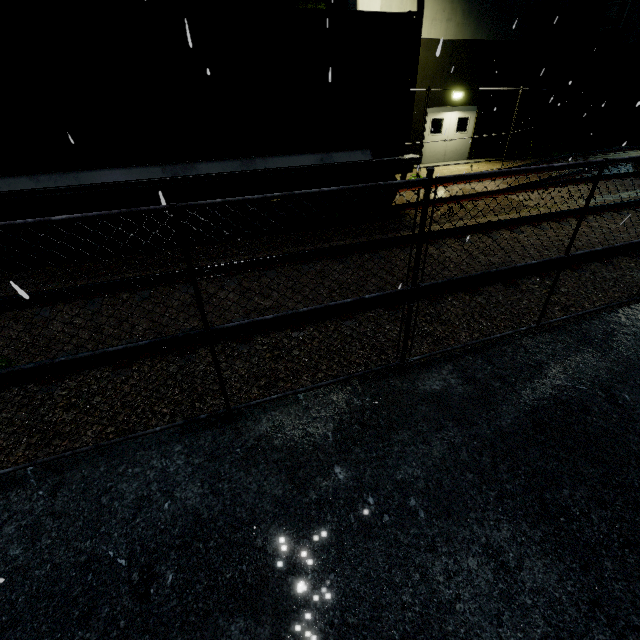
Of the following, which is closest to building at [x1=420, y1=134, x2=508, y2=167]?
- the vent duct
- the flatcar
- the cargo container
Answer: the vent duct

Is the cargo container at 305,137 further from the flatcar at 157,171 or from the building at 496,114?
the building at 496,114

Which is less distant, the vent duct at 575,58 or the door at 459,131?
the vent duct at 575,58

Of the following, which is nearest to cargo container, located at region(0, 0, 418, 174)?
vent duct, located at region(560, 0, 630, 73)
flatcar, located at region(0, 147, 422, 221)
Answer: flatcar, located at region(0, 147, 422, 221)

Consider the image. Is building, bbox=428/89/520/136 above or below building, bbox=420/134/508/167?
above

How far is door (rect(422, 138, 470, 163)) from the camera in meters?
16.5 m

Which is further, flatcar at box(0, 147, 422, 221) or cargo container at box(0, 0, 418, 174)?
flatcar at box(0, 147, 422, 221)

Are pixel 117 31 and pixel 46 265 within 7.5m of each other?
yes
